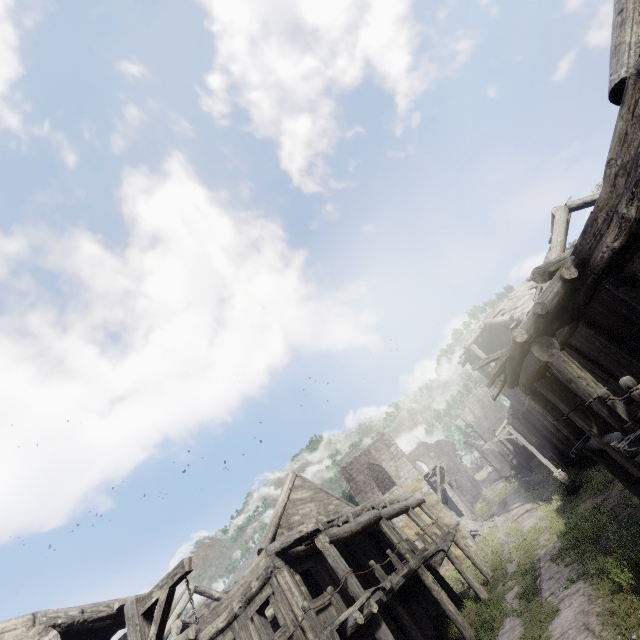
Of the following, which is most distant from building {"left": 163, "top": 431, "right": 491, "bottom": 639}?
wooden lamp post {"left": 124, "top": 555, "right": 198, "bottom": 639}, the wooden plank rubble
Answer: wooden lamp post {"left": 124, "top": 555, "right": 198, "bottom": 639}

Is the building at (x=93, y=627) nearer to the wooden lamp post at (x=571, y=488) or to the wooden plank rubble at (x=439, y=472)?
the wooden plank rubble at (x=439, y=472)

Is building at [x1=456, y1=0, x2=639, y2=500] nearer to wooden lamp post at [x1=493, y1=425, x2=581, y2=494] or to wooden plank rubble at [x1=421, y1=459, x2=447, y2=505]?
wooden plank rubble at [x1=421, y1=459, x2=447, y2=505]

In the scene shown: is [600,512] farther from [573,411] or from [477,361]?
[477,361]

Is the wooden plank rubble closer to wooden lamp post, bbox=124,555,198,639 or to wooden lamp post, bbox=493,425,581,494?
wooden lamp post, bbox=493,425,581,494

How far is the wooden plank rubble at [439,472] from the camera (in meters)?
27.71

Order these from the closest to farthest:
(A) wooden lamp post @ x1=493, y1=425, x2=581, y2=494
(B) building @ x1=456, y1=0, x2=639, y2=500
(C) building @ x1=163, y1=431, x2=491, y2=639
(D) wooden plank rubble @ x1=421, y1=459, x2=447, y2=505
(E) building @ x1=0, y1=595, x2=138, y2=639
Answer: (B) building @ x1=456, y1=0, x2=639, y2=500 → (E) building @ x1=0, y1=595, x2=138, y2=639 → (C) building @ x1=163, y1=431, x2=491, y2=639 → (A) wooden lamp post @ x1=493, y1=425, x2=581, y2=494 → (D) wooden plank rubble @ x1=421, y1=459, x2=447, y2=505

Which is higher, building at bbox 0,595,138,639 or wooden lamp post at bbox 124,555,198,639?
building at bbox 0,595,138,639
